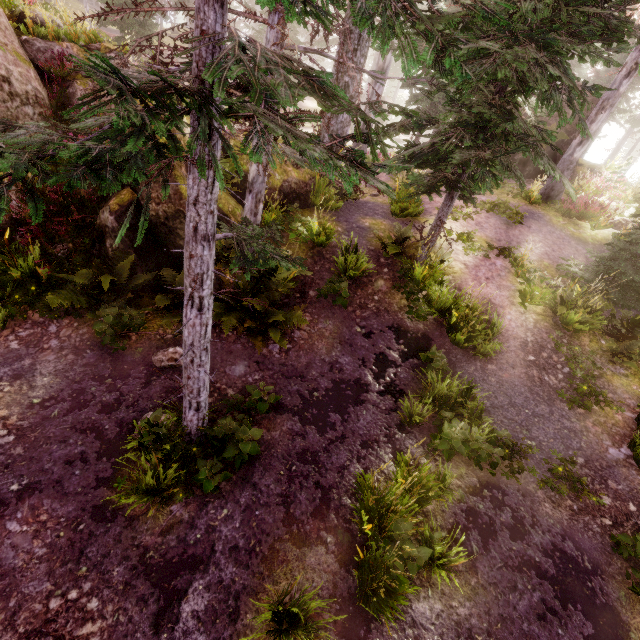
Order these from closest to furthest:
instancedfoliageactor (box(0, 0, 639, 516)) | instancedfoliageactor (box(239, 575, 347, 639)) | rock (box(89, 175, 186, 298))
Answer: instancedfoliageactor (box(0, 0, 639, 516)) < instancedfoliageactor (box(239, 575, 347, 639)) < rock (box(89, 175, 186, 298))

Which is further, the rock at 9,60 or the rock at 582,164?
the rock at 582,164

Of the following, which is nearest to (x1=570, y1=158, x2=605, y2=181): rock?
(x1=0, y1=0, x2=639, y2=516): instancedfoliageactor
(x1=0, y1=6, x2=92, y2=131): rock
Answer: (x1=0, y1=0, x2=639, y2=516): instancedfoliageactor

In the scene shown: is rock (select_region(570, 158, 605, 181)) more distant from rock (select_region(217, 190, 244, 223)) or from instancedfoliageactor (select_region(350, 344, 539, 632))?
rock (select_region(217, 190, 244, 223))

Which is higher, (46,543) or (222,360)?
(222,360)

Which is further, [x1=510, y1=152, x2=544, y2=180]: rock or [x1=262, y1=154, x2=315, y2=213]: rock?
[x1=510, y1=152, x2=544, y2=180]: rock

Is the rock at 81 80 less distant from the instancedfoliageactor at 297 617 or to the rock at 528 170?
the instancedfoliageactor at 297 617
